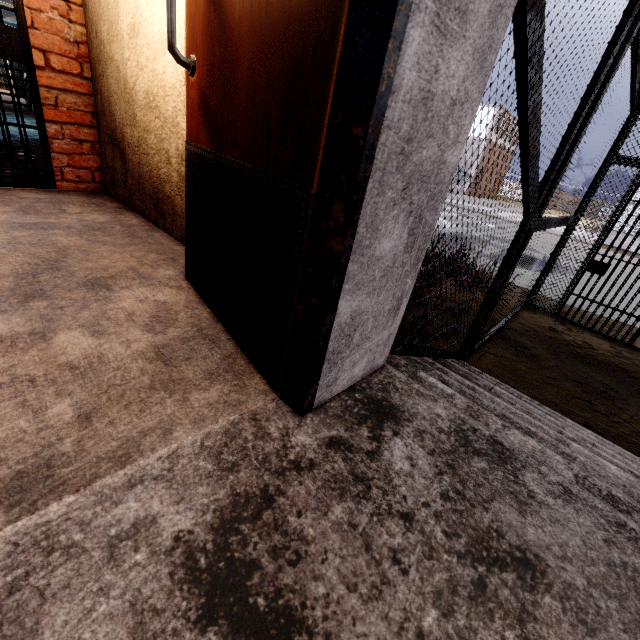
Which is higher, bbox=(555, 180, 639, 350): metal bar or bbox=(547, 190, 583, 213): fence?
bbox=(547, 190, 583, 213): fence

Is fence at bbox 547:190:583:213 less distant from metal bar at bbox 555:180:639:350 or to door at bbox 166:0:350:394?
door at bbox 166:0:350:394

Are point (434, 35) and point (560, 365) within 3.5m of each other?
no

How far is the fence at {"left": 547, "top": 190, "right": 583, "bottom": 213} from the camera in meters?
48.6

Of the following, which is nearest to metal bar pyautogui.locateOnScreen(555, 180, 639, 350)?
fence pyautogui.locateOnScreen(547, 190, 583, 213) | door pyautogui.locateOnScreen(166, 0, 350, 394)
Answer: door pyautogui.locateOnScreen(166, 0, 350, 394)

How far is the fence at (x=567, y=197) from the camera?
48.6m

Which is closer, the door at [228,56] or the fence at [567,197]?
the door at [228,56]
